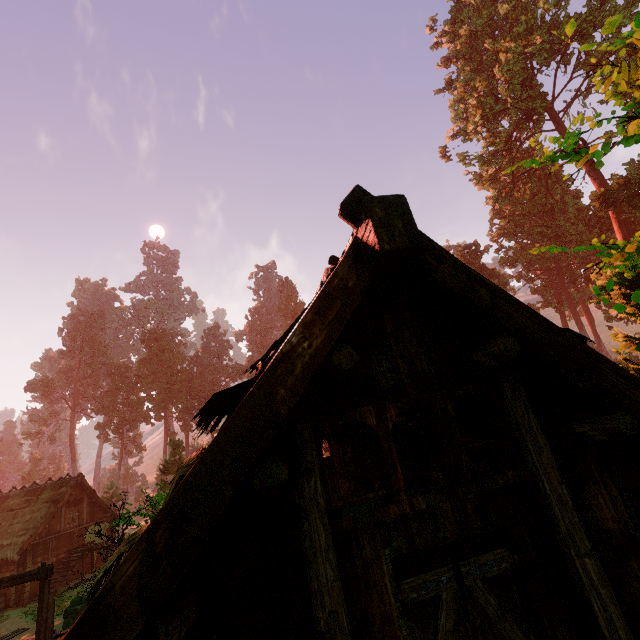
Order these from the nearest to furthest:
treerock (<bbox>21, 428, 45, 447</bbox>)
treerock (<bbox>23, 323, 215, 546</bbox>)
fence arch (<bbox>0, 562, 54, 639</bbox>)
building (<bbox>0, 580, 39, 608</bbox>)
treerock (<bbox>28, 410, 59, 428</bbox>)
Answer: fence arch (<bbox>0, 562, 54, 639</bbox>), building (<bbox>0, 580, 39, 608</bbox>), treerock (<bbox>23, 323, 215, 546</bbox>), treerock (<bbox>21, 428, 45, 447</bbox>), treerock (<bbox>28, 410, 59, 428</bbox>)

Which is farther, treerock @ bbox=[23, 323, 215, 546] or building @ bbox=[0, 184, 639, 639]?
treerock @ bbox=[23, 323, 215, 546]

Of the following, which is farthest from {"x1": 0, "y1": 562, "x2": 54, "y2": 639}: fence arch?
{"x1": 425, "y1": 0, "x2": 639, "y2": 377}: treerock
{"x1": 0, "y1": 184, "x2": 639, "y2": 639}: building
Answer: {"x1": 425, "y1": 0, "x2": 639, "y2": 377}: treerock

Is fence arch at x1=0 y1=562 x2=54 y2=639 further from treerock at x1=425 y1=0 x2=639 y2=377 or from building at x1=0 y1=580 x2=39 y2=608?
treerock at x1=425 y1=0 x2=639 y2=377

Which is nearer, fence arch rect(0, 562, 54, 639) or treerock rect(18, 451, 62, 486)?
fence arch rect(0, 562, 54, 639)

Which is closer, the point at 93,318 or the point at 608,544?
the point at 608,544

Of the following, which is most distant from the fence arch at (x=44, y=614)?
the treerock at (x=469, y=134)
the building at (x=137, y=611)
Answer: the treerock at (x=469, y=134)

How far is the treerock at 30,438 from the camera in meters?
49.4 m
